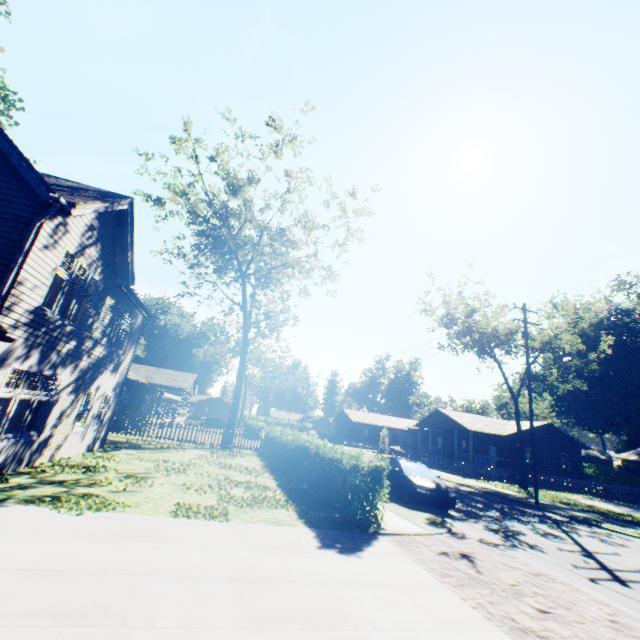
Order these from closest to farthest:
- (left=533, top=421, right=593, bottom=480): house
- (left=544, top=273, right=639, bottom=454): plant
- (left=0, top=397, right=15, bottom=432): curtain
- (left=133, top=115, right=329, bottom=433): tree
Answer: (left=0, top=397, right=15, bottom=432): curtain → (left=133, top=115, right=329, bottom=433): tree → (left=533, top=421, right=593, bottom=480): house → (left=544, top=273, right=639, bottom=454): plant

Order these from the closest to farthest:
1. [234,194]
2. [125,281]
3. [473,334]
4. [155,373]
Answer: [125,281] → [234,194] → [473,334] → [155,373]

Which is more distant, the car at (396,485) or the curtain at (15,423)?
the car at (396,485)

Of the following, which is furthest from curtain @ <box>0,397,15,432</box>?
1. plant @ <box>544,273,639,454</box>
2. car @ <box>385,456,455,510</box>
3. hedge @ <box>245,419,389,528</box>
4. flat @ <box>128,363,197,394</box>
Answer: plant @ <box>544,273,639,454</box>

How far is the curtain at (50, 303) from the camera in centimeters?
939cm

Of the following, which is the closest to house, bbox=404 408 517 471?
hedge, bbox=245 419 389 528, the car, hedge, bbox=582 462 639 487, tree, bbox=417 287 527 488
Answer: tree, bbox=417 287 527 488

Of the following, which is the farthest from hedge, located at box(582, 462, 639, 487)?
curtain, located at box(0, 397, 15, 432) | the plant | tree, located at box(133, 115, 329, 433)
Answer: curtain, located at box(0, 397, 15, 432)

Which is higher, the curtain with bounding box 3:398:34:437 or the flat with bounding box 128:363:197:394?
the flat with bounding box 128:363:197:394
